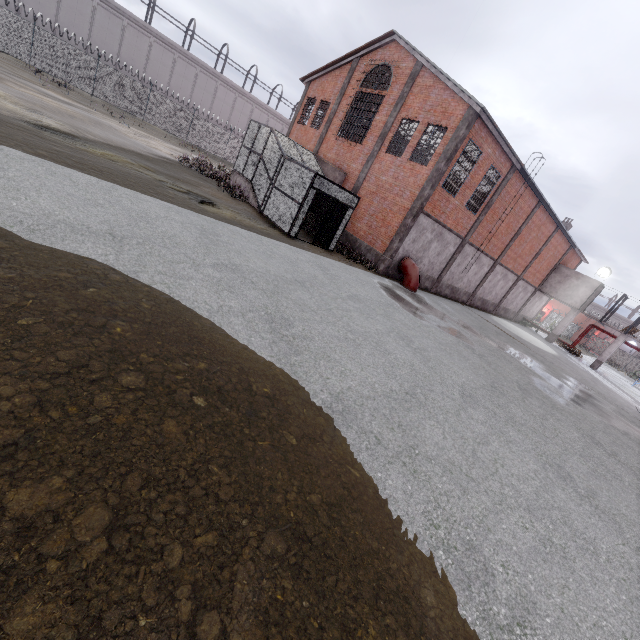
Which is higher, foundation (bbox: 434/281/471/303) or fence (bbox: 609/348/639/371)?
fence (bbox: 609/348/639/371)

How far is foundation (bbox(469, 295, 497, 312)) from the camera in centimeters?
2706cm

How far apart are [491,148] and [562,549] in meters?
19.1 m

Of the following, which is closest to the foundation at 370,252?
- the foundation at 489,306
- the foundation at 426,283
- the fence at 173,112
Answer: the foundation at 426,283

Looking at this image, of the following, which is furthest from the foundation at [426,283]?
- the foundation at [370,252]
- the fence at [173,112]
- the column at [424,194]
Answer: the fence at [173,112]

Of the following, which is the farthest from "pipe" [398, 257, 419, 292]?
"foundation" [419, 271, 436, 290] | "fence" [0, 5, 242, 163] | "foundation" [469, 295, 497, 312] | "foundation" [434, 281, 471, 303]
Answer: "fence" [0, 5, 242, 163]

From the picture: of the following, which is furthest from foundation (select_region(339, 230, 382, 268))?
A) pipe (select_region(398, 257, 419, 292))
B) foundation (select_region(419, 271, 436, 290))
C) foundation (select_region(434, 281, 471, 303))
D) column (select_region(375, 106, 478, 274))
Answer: foundation (select_region(434, 281, 471, 303))

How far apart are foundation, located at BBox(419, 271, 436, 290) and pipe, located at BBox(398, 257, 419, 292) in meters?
0.1 m
